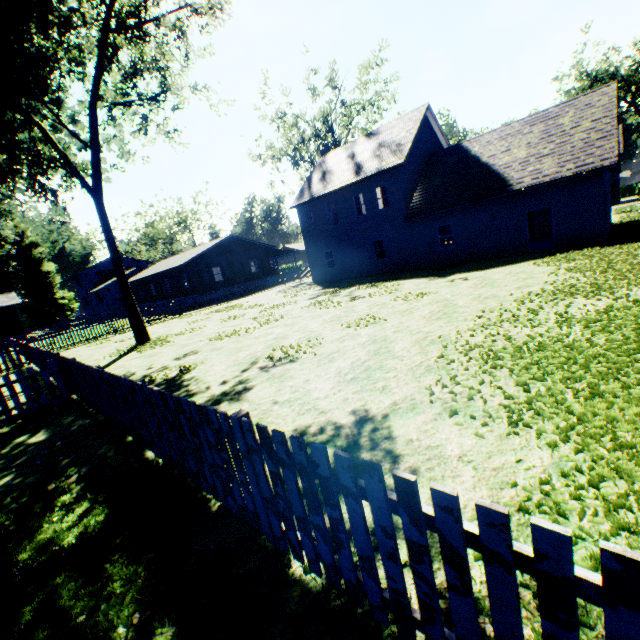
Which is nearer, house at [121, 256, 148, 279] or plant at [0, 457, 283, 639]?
plant at [0, 457, 283, 639]

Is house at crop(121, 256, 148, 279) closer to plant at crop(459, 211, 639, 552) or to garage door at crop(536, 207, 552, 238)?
plant at crop(459, 211, 639, 552)

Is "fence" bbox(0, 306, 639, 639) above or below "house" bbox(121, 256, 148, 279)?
below

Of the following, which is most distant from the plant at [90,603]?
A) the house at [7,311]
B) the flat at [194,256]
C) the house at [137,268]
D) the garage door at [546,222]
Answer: the garage door at [546,222]

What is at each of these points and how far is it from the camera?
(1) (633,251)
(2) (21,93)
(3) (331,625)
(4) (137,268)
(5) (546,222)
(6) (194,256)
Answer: (1) plant, 11.55m
(2) plant, 14.04m
(3) plant, 2.12m
(4) house, 50.62m
(5) garage door, 22.98m
(6) flat, 33.06m

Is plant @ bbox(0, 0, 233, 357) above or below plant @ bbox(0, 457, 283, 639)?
above

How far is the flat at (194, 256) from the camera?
34.25m

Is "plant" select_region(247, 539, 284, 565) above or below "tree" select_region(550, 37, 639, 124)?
below
